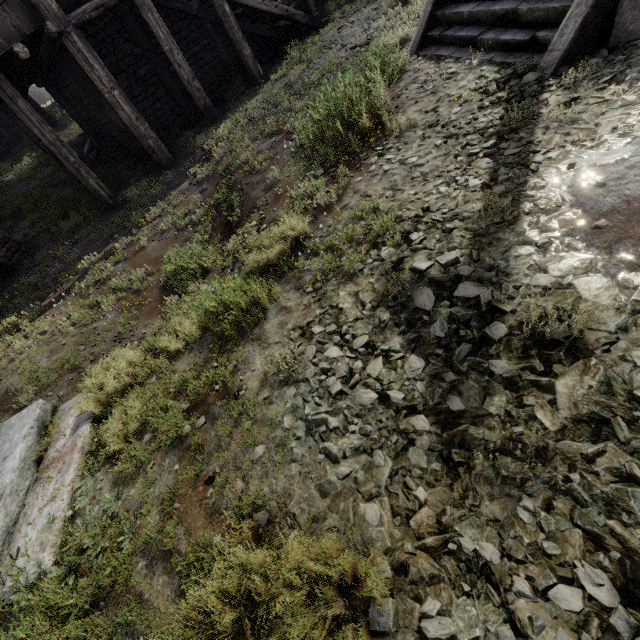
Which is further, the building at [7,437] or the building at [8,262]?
the building at [8,262]

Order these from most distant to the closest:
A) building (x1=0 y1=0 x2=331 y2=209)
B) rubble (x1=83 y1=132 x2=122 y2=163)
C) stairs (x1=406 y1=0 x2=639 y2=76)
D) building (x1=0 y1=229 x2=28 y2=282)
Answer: rubble (x1=83 y1=132 x2=122 y2=163) → building (x1=0 y1=229 x2=28 y2=282) → building (x1=0 y1=0 x2=331 y2=209) → stairs (x1=406 y1=0 x2=639 y2=76)

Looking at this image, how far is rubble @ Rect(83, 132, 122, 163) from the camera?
13.8 meters

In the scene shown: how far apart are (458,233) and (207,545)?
3.7 meters

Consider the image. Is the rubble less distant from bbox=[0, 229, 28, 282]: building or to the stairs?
bbox=[0, 229, 28, 282]: building

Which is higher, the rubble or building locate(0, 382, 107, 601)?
the rubble

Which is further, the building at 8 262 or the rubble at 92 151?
the rubble at 92 151

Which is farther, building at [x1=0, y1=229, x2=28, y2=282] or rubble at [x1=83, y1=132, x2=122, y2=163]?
rubble at [x1=83, y1=132, x2=122, y2=163]
